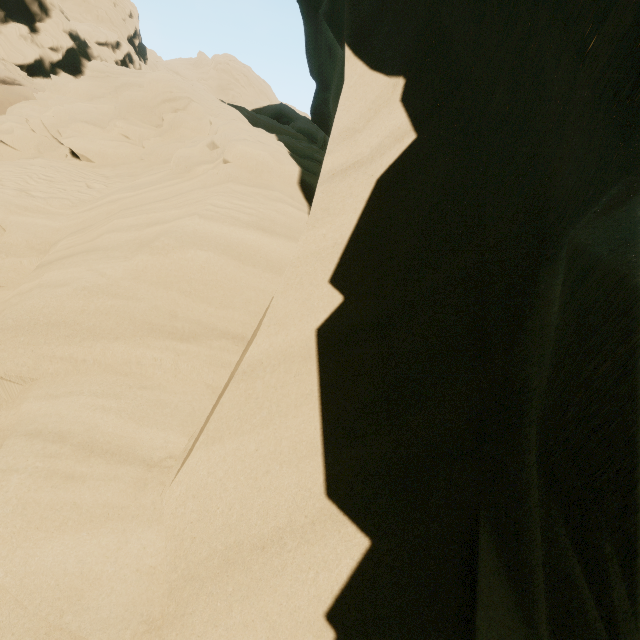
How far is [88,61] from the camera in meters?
38.5
